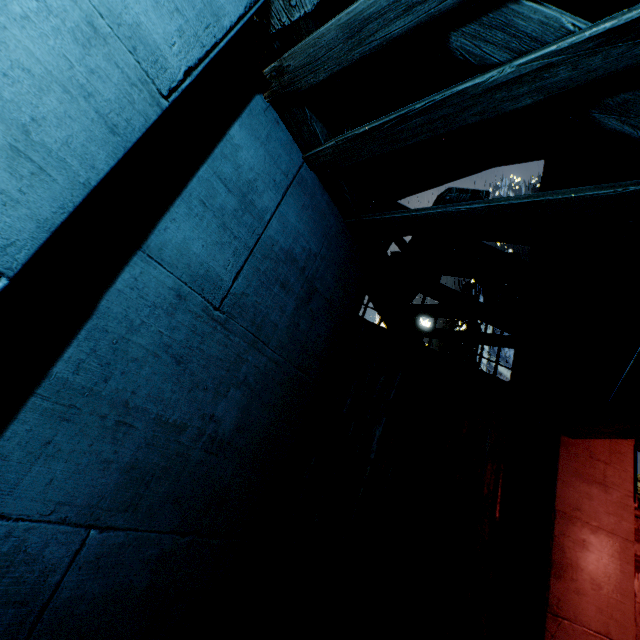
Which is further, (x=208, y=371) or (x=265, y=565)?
(x=265, y=565)
